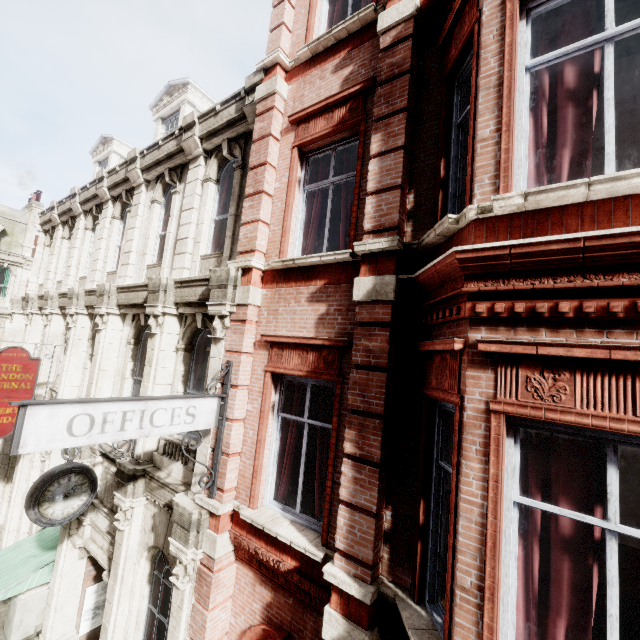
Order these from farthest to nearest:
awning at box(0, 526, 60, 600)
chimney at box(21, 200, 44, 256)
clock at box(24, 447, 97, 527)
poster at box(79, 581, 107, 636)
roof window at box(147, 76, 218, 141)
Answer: chimney at box(21, 200, 44, 256) < roof window at box(147, 76, 218, 141) < poster at box(79, 581, 107, 636) < awning at box(0, 526, 60, 600) < clock at box(24, 447, 97, 527)

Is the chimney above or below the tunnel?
above

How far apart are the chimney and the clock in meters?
28.4

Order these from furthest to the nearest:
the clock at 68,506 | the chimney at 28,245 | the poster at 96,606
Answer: the chimney at 28,245 < the poster at 96,606 < the clock at 68,506

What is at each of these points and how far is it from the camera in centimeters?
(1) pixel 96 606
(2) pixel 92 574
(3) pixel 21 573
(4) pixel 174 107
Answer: (1) poster, 862cm
(2) tunnel, 855cm
(3) awning, 797cm
(4) roof window, 1073cm

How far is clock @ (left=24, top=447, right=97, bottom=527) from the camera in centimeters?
542cm

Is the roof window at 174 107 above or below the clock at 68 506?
above

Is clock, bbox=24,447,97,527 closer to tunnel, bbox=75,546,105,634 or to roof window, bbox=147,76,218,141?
tunnel, bbox=75,546,105,634
